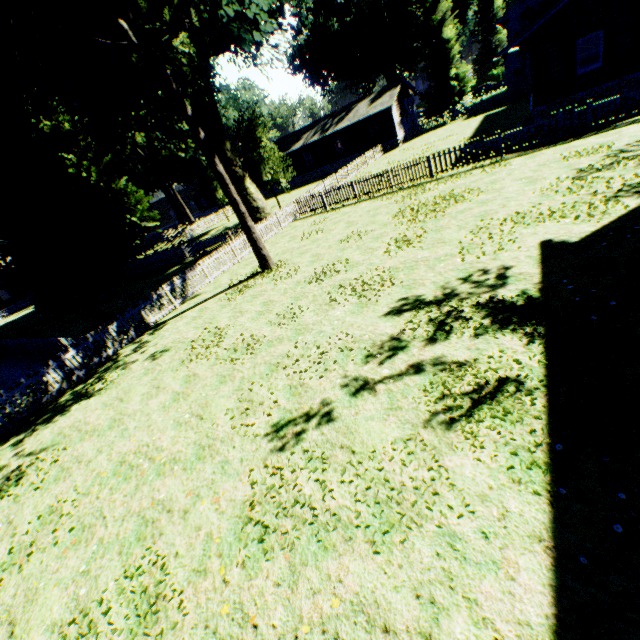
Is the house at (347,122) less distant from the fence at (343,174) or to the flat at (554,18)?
the fence at (343,174)

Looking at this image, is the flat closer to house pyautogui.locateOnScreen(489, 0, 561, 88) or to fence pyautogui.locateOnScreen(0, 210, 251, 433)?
house pyautogui.locateOnScreen(489, 0, 561, 88)

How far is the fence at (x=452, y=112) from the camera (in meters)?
35.21

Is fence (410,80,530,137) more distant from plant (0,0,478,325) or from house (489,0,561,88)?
house (489,0,561,88)

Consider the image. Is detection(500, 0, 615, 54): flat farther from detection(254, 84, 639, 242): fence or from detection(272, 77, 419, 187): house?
detection(272, 77, 419, 187): house

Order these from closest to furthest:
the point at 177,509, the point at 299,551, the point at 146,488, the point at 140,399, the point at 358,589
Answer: the point at 358,589, the point at 299,551, the point at 177,509, the point at 146,488, the point at 140,399

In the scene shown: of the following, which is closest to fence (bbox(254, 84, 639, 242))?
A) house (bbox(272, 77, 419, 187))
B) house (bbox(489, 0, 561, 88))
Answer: house (bbox(272, 77, 419, 187))

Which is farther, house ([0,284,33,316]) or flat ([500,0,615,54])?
house ([0,284,33,316])
